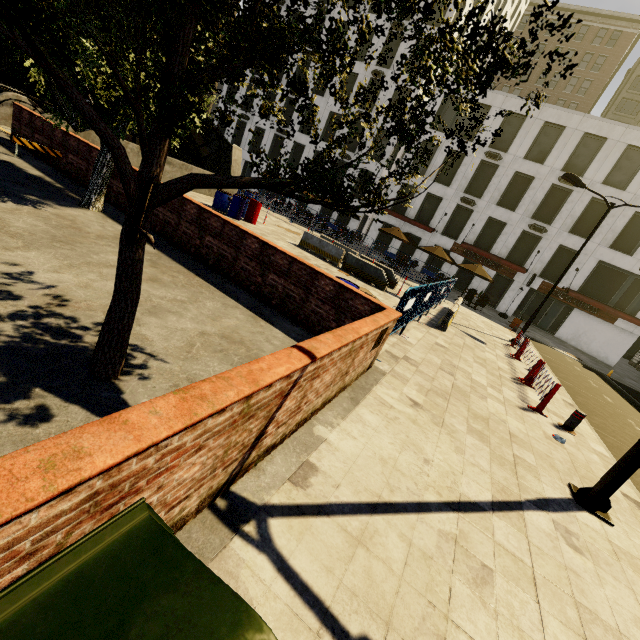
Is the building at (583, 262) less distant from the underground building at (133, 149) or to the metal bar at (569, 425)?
the underground building at (133, 149)

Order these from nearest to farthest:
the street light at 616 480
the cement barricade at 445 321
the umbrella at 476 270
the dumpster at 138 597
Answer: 1. the dumpster at 138 597
2. the street light at 616 480
3. the cement barricade at 445 321
4. the umbrella at 476 270

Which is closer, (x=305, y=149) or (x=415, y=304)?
(x=415, y=304)

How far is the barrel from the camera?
15.27m

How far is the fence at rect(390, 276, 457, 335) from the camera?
7.0m

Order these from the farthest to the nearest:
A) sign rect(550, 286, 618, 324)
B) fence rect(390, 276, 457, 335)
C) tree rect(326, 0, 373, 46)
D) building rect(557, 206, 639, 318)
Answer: sign rect(550, 286, 618, 324) → building rect(557, 206, 639, 318) → fence rect(390, 276, 457, 335) → tree rect(326, 0, 373, 46)

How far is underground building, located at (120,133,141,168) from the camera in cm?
1412

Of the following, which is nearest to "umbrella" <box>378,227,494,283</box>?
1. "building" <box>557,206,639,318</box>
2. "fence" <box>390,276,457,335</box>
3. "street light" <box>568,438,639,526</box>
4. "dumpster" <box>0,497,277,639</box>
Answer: "fence" <box>390,276,457,335</box>
